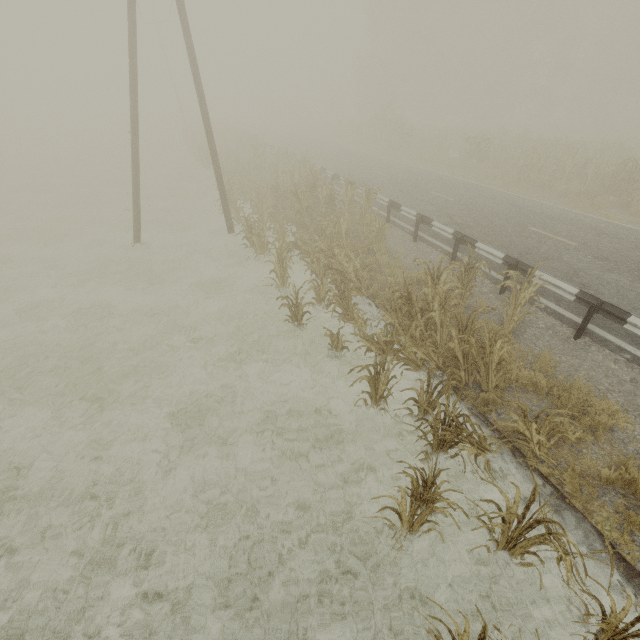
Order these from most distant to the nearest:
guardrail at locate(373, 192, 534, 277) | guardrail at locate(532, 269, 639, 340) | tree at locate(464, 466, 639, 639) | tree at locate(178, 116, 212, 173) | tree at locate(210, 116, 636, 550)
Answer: tree at locate(178, 116, 212, 173) < guardrail at locate(373, 192, 534, 277) < guardrail at locate(532, 269, 639, 340) < tree at locate(210, 116, 636, 550) < tree at locate(464, 466, 639, 639)

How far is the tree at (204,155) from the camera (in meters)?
25.36

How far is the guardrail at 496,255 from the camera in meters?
8.1

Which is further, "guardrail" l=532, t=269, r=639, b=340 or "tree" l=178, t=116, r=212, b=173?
"tree" l=178, t=116, r=212, b=173

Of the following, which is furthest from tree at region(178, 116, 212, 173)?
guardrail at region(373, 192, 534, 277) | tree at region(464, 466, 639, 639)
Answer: tree at region(464, 466, 639, 639)

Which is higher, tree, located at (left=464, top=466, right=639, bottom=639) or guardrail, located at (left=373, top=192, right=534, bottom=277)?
guardrail, located at (left=373, top=192, right=534, bottom=277)

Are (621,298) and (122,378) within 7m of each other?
no
